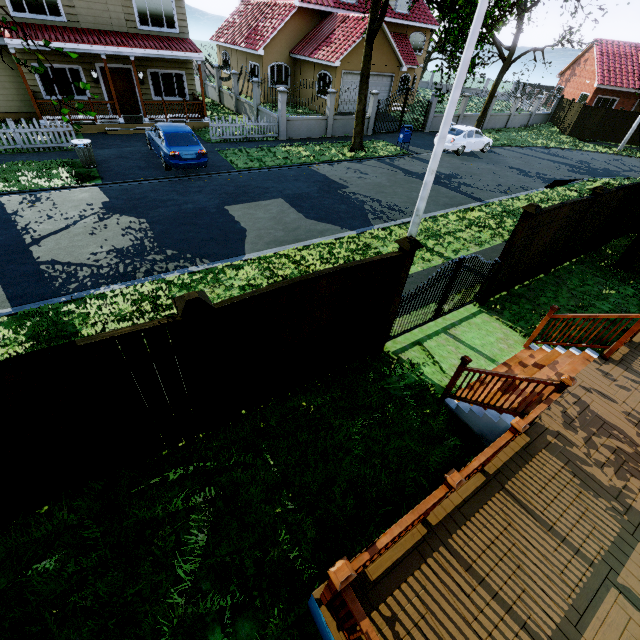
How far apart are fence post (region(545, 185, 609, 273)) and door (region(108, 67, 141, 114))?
21.4m

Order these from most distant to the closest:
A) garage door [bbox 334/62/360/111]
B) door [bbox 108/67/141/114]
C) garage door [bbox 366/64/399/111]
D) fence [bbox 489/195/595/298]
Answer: garage door [bbox 366/64/399/111], garage door [bbox 334/62/360/111], door [bbox 108/67/141/114], fence [bbox 489/195/595/298]

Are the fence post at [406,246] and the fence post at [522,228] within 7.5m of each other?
yes

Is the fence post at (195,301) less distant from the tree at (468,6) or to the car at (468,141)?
the tree at (468,6)

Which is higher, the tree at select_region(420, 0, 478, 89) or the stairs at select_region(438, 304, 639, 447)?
the tree at select_region(420, 0, 478, 89)

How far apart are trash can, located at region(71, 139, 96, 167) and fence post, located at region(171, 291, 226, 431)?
13.2 meters

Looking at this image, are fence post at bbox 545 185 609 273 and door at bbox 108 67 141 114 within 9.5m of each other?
no

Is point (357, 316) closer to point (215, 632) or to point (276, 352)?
point (276, 352)
